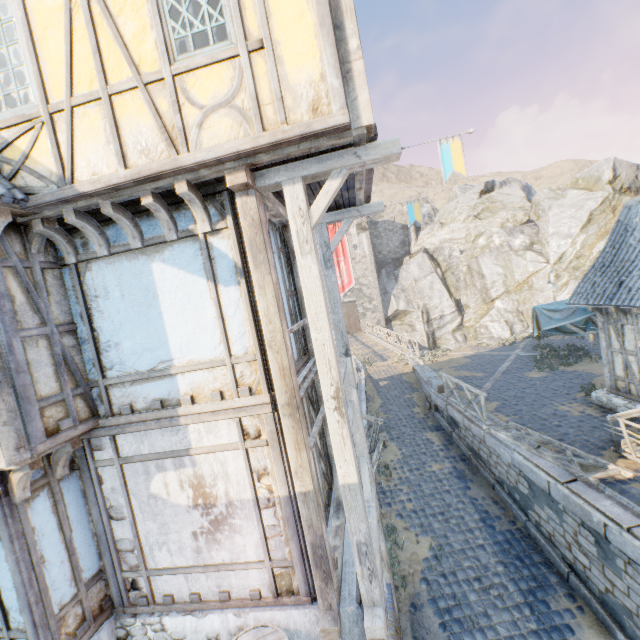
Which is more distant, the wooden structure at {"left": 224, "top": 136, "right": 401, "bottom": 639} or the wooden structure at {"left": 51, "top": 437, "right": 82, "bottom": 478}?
the wooden structure at {"left": 51, "top": 437, "right": 82, "bottom": 478}

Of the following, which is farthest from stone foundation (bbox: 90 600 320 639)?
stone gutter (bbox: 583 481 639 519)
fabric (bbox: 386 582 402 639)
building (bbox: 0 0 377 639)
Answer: stone gutter (bbox: 583 481 639 519)

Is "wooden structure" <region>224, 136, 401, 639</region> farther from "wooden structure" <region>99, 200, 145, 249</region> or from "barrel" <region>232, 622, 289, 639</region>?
"wooden structure" <region>99, 200, 145, 249</region>

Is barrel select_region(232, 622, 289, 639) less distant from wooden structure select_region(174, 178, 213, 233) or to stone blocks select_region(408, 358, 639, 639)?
stone blocks select_region(408, 358, 639, 639)

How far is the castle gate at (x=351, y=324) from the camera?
39.1 meters

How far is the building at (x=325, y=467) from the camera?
6.05m

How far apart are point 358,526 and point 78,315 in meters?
4.9

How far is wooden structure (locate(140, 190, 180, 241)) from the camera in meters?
3.9
